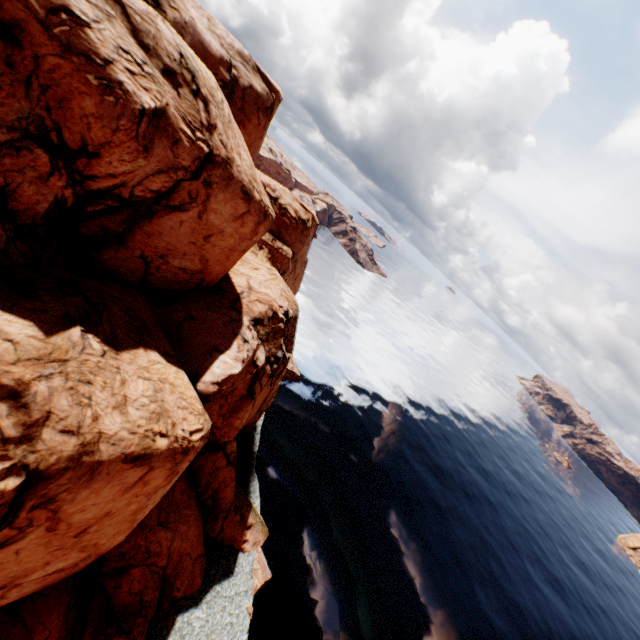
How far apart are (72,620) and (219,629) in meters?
10.6
